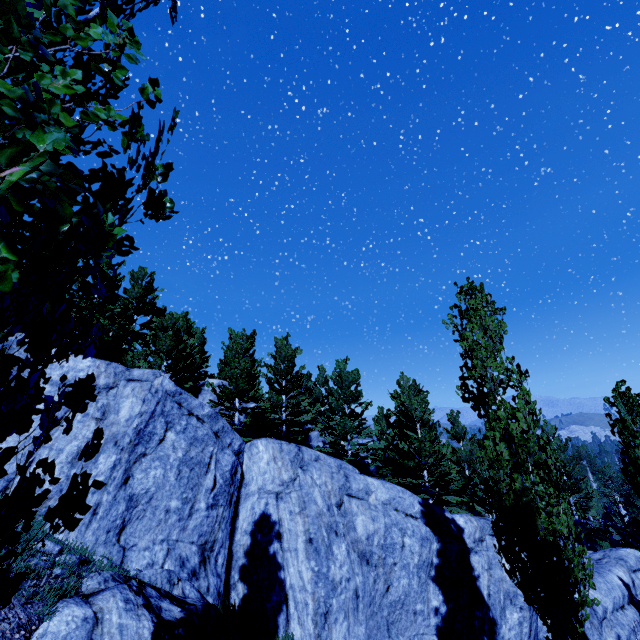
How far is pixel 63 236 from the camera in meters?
16.1 m

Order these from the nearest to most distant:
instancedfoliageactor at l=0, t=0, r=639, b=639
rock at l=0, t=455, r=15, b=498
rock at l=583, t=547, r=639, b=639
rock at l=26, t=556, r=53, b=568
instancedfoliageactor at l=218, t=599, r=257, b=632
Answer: instancedfoliageactor at l=0, t=0, r=639, b=639 → rock at l=26, t=556, r=53, b=568 → rock at l=0, t=455, r=15, b=498 → instancedfoliageactor at l=218, t=599, r=257, b=632 → rock at l=583, t=547, r=639, b=639

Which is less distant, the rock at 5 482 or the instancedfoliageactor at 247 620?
the rock at 5 482

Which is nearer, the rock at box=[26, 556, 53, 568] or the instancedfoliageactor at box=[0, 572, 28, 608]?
the instancedfoliageactor at box=[0, 572, 28, 608]

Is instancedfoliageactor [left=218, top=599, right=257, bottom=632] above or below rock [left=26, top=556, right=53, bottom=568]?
below

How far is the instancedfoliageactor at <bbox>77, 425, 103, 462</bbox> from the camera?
1.5 meters
